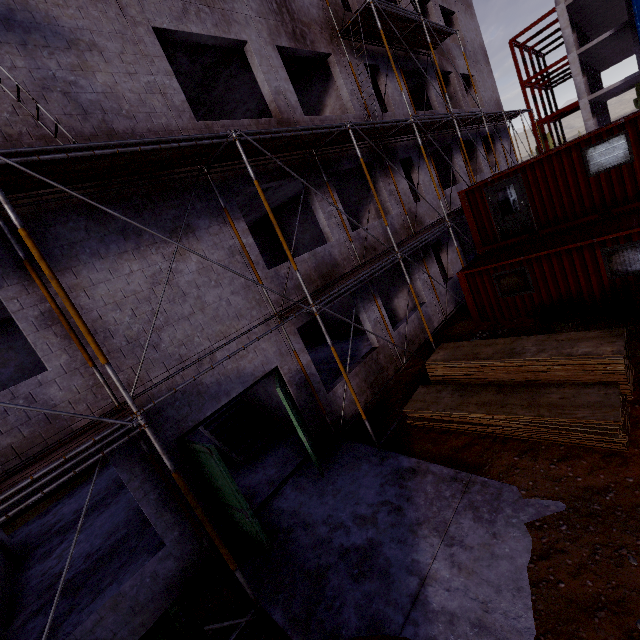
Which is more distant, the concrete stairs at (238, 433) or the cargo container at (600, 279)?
the concrete stairs at (238, 433)

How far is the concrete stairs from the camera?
10.20m

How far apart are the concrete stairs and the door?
3.42m

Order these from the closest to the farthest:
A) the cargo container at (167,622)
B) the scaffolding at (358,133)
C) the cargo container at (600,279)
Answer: the cargo container at (167,622) → the scaffolding at (358,133) → the cargo container at (600,279)

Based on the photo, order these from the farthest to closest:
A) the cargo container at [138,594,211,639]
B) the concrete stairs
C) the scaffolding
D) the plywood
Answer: the concrete stairs → the plywood → the scaffolding → the cargo container at [138,594,211,639]

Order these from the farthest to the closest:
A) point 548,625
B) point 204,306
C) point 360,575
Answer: point 204,306 < point 360,575 < point 548,625

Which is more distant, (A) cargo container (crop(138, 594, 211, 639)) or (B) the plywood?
(B) the plywood

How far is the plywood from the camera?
5.93m
